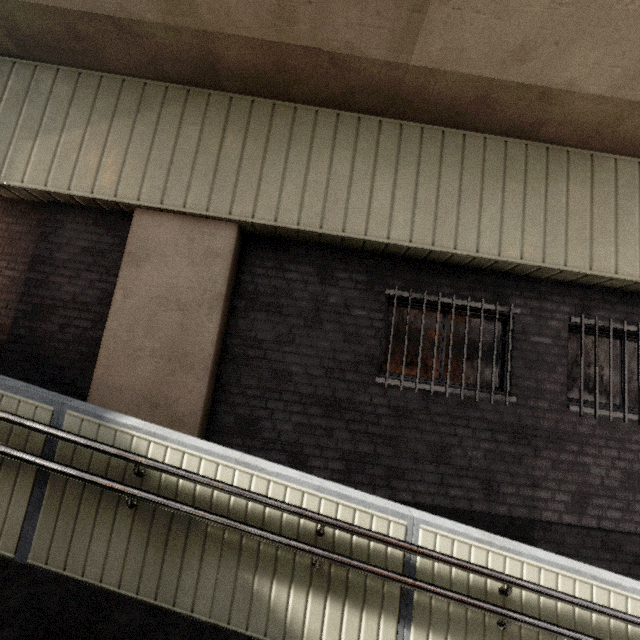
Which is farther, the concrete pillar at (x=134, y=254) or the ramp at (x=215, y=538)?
the concrete pillar at (x=134, y=254)

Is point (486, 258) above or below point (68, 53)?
below

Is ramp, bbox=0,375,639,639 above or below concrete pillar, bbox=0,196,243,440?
below

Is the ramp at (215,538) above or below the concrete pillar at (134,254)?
below

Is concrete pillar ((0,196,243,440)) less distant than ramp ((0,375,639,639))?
No
